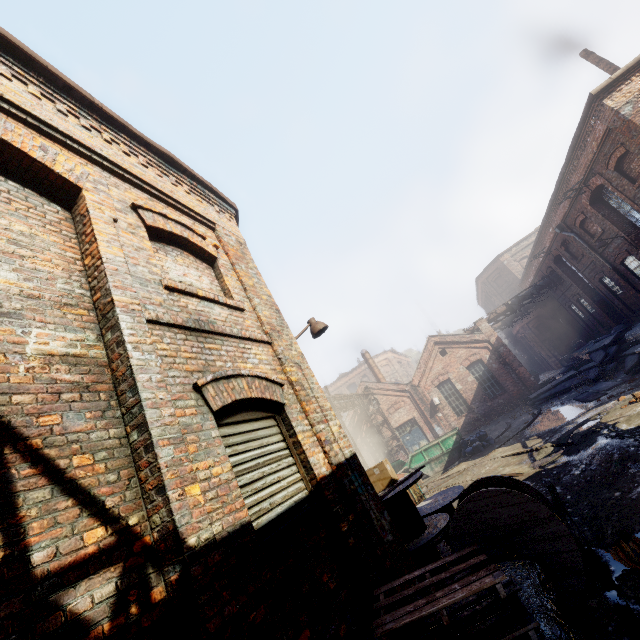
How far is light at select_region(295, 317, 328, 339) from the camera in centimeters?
659cm

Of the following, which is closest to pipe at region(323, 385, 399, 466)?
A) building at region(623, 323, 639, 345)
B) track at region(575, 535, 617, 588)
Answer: track at region(575, 535, 617, 588)

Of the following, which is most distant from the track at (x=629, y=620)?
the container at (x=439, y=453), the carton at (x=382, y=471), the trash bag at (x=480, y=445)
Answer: the container at (x=439, y=453)

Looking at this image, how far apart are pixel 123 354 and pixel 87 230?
1.6 meters

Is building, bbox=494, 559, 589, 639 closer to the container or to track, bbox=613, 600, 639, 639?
track, bbox=613, 600, 639, 639

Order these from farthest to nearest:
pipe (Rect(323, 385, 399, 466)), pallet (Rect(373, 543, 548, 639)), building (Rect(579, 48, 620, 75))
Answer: pipe (Rect(323, 385, 399, 466))
building (Rect(579, 48, 620, 75))
pallet (Rect(373, 543, 548, 639))

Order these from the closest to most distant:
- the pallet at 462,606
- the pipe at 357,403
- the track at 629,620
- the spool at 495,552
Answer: the pallet at 462,606
the track at 629,620
the spool at 495,552
the pipe at 357,403

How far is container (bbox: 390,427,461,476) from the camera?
17.38m
